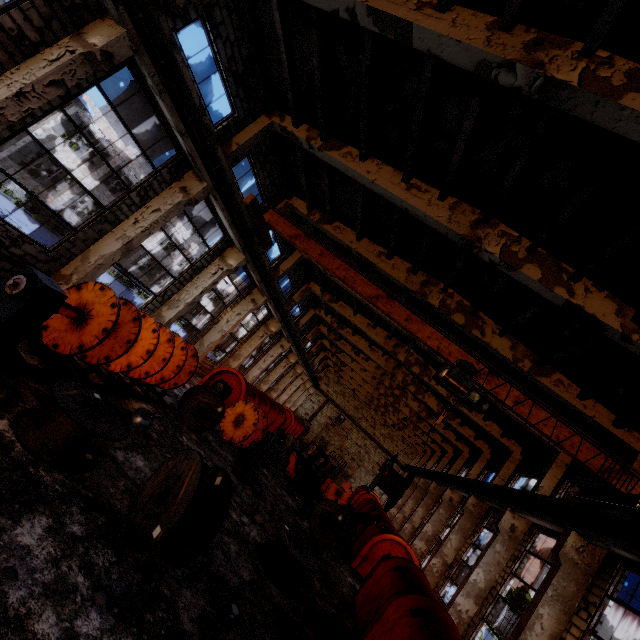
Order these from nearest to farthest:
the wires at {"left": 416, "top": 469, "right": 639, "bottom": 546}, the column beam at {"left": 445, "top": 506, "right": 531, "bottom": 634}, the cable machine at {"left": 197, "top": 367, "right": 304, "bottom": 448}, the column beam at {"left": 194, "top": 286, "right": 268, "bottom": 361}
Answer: the wires at {"left": 416, "top": 469, "right": 639, "bottom": 546} → the column beam at {"left": 445, "top": 506, "right": 531, "bottom": 634} → the cable machine at {"left": 197, "top": 367, "right": 304, "bottom": 448} → the column beam at {"left": 194, "top": 286, "right": 268, "bottom": 361}

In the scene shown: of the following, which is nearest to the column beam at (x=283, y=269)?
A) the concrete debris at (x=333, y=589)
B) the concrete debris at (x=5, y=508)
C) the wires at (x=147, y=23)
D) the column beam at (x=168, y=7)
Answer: the wires at (x=147, y=23)

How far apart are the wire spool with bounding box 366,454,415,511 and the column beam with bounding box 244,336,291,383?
17.36m

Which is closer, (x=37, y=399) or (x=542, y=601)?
(x=37, y=399)

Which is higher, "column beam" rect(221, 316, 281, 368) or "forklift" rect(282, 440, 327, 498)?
"column beam" rect(221, 316, 281, 368)

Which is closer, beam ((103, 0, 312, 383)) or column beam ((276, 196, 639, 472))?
beam ((103, 0, 312, 383))

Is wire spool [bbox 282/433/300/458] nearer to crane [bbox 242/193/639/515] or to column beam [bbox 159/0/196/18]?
crane [bbox 242/193/639/515]

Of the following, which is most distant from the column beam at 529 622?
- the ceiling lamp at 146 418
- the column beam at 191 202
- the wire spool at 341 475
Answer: the column beam at 191 202
